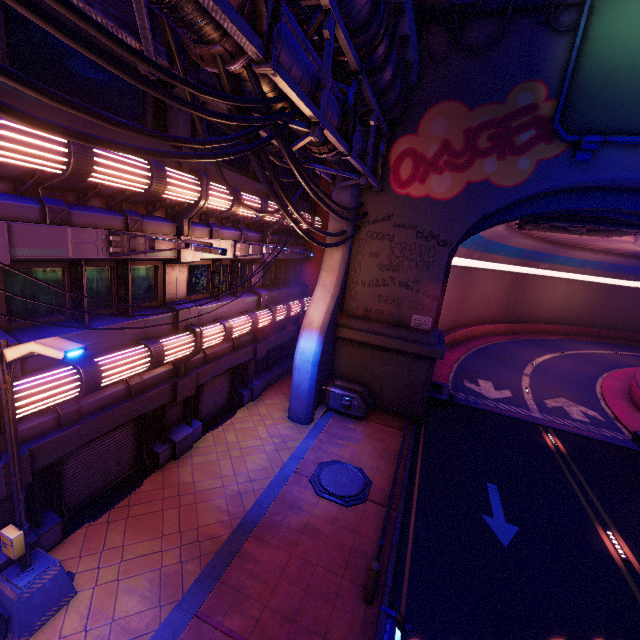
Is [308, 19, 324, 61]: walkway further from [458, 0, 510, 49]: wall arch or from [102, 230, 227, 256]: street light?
[102, 230, 227, 256]: street light

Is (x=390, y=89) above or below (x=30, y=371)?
above

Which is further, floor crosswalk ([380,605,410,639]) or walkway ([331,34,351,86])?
walkway ([331,34,351,86])

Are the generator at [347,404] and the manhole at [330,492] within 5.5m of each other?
yes

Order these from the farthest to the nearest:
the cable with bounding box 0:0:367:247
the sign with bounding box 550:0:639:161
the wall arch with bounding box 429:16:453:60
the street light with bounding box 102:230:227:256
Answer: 1. the wall arch with bounding box 429:16:453:60
2. the sign with bounding box 550:0:639:161
3. the street light with bounding box 102:230:227:256
4. the cable with bounding box 0:0:367:247

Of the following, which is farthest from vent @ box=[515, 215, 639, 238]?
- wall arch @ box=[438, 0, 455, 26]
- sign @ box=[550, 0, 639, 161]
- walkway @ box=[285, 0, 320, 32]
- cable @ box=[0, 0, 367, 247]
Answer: cable @ box=[0, 0, 367, 247]

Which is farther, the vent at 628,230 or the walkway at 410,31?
the vent at 628,230

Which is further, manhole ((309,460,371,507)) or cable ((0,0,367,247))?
manhole ((309,460,371,507))
